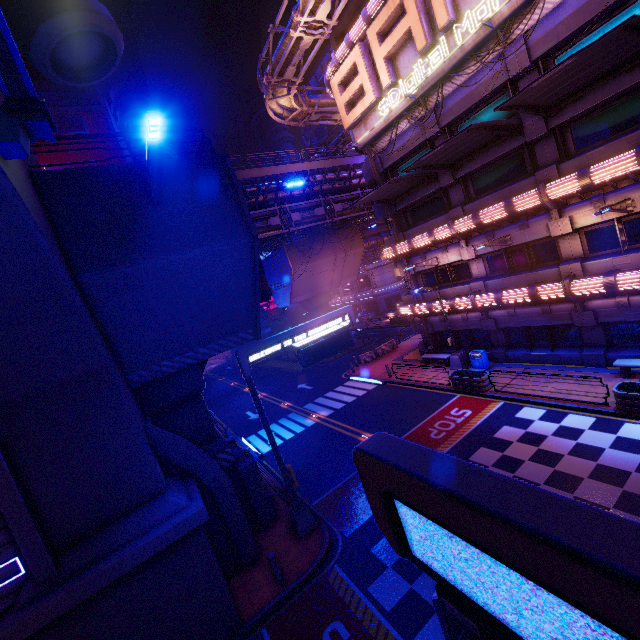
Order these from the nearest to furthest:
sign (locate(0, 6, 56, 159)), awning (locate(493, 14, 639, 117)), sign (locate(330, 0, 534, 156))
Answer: sign (locate(0, 6, 56, 159)), awning (locate(493, 14, 639, 117)), sign (locate(330, 0, 534, 156))

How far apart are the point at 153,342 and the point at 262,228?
20.11m

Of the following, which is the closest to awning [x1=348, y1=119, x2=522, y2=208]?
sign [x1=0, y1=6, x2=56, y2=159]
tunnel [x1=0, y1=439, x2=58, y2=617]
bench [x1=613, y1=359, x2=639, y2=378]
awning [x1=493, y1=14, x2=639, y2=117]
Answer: awning [x1=493, y1=14, x2=639, y2=117]

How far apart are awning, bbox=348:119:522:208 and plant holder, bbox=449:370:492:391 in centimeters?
1149cm

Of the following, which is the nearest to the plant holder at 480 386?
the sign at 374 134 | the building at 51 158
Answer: the sign at 374 134

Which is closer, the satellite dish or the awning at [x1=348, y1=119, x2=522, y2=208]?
the awning at [x1=348, y1=119, x2=522, y2=208]

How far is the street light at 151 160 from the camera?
6.2 meters

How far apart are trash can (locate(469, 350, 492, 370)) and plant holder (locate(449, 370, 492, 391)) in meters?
1.2 m
